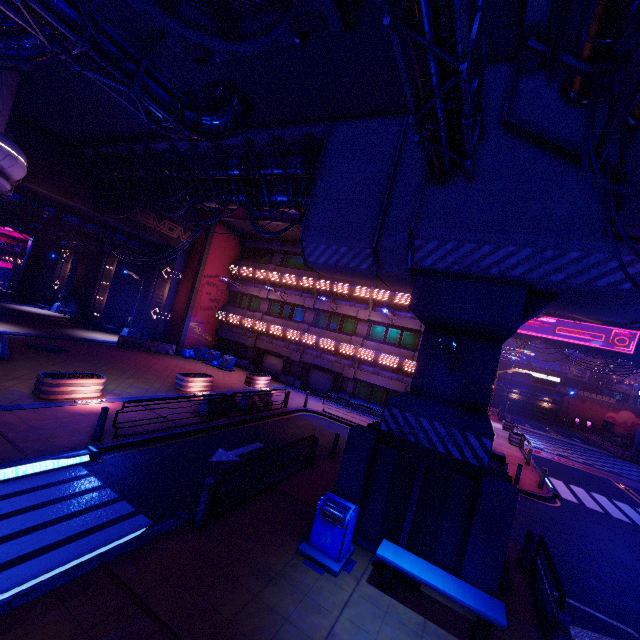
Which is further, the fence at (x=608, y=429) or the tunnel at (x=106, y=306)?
the fence at (x=608, y=429)

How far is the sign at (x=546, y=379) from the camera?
38.5m

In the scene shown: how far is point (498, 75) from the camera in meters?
8.0 m

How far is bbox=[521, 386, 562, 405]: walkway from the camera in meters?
57.4 m

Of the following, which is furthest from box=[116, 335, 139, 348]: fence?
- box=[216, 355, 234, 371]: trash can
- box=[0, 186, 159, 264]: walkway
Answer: box=[0, 186, 159, 264]: walkway

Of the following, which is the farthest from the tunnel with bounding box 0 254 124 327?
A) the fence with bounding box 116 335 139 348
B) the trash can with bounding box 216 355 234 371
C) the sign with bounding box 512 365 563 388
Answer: the sign with bounding box 512 365 563 388

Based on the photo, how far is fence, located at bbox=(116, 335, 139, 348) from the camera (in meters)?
25.83

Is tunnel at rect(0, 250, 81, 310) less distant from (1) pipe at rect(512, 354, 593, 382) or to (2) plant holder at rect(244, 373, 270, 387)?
(2) plant holder at rect(244, 373, 270, 387)
